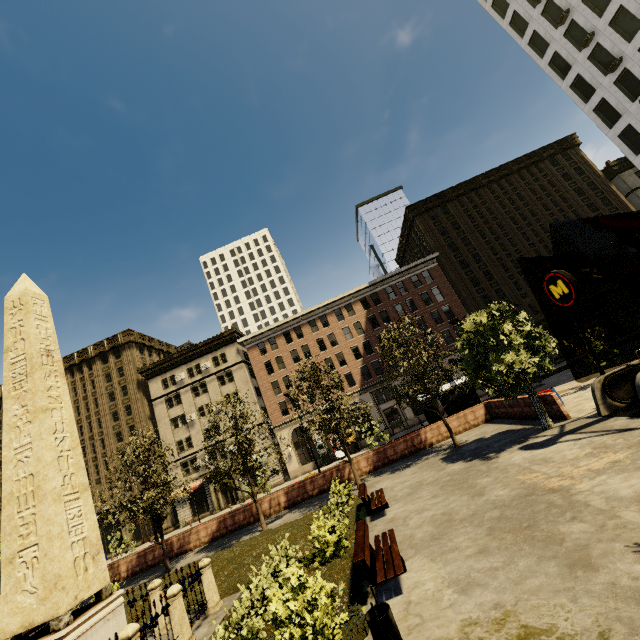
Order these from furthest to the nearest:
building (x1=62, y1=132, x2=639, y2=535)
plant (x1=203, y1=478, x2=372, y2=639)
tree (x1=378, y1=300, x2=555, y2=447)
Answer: building (x1=62, y1=132, x2=639, y2=535) < tree (x1=378, y1=300, x2=555, y2=447) < plant (x1=203, y1=478, x2=372, y2=639)

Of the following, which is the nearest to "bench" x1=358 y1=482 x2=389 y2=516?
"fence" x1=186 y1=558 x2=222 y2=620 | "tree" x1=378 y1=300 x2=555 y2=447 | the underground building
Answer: "tree" x1=378 y1=300 x2=555 y2=447

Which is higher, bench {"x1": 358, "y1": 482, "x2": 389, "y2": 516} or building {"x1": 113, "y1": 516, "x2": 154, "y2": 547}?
building {"x1": 113, "y1": 516, "x2": 154, "y2": 547}

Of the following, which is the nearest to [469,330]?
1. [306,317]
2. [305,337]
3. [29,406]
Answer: [29,406]

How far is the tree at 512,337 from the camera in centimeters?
1354cm

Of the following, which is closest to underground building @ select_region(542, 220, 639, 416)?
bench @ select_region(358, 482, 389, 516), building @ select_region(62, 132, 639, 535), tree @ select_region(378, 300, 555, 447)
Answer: tree @ select_region(378, 300, 555, 447)

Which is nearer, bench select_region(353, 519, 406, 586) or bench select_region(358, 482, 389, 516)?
bench select_region(353, 519, 406, 586)

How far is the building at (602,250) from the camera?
43.03m
